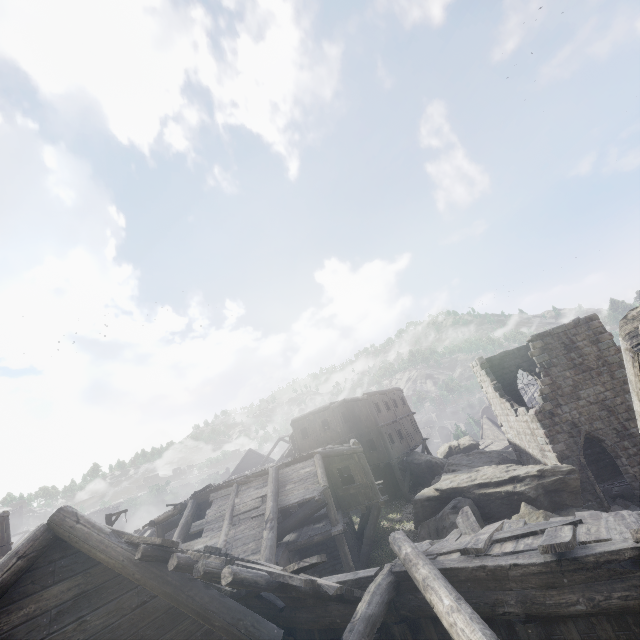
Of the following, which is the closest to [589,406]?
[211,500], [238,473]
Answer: [211,500]

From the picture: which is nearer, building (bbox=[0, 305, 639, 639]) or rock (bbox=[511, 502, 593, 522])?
building (bbox=[0, 305, 639, 639])

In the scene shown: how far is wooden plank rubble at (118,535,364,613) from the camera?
4.7 meters

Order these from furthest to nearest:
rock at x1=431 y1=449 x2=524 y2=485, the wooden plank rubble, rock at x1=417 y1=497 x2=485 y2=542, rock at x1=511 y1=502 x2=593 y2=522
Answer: rock at x1=431 y1=449 x2=524 y2=485 → rock at x1=417 y1=497 x2=485 y2=542 → rock at x1=511 y1=502 x2=593 y2=522 → the wooden plank rubble

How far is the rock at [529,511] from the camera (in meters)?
13.61

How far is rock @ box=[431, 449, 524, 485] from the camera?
21.56m

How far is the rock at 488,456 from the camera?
21.6m

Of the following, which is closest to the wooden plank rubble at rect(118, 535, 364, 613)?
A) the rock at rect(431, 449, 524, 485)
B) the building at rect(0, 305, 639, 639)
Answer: the building at rect(0, 305, 639, 639)
